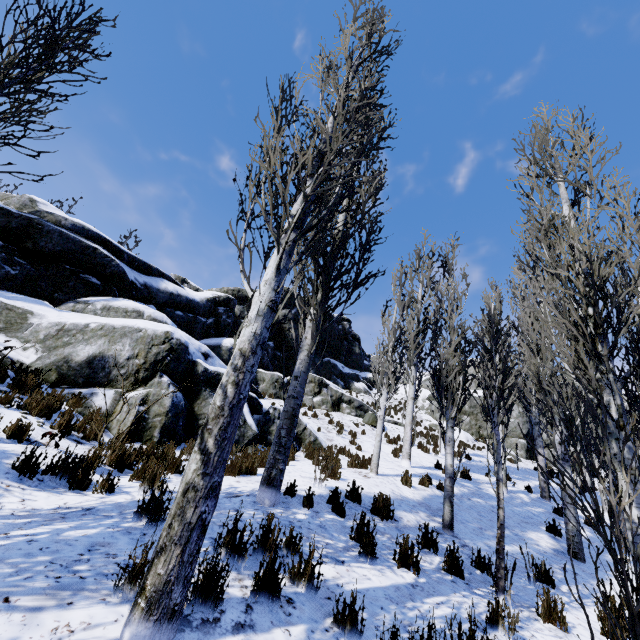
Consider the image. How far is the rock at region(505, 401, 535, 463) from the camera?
24.0 meters

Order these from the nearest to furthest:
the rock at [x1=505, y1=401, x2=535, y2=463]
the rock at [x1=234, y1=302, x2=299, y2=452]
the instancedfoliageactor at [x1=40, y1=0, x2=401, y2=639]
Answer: the instancedfoliageactor at [x1=40, y1=0, x2=401, y2=639] < the rock at [x1=234, y1=302, x2=299, y2=452] < the rock at [x1=505, y1=401, x2=535, y2=463]

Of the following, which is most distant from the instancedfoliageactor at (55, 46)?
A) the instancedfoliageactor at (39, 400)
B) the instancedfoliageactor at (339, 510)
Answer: the instancedfoliageactor at (39, 400)

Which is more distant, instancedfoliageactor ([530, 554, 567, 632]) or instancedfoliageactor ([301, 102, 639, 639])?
instancedfoliageactor ([530, 554, 567, 632])

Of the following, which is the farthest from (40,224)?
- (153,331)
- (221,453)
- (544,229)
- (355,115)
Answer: (544,229)

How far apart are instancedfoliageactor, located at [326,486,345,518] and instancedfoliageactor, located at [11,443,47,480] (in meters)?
3.97

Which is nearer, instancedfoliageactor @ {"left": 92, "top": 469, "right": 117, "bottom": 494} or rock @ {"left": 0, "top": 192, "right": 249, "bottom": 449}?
instancedfoliageactor @ {"left": 92, "top": 469, "right": 117, "bottom": 494}
